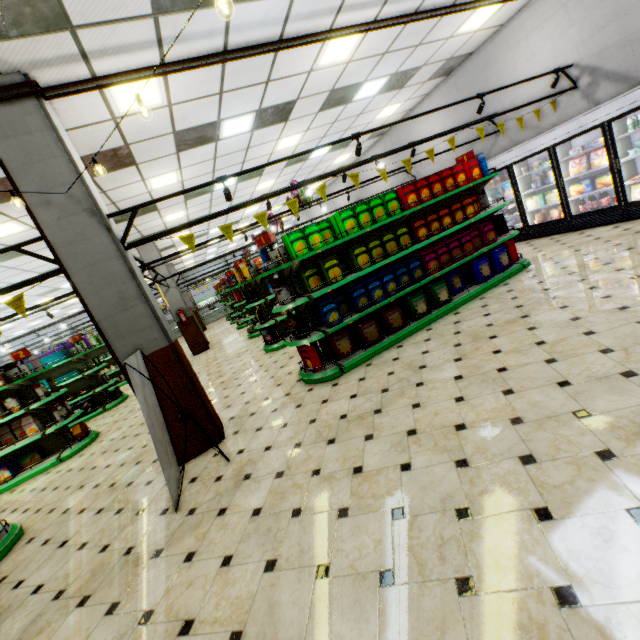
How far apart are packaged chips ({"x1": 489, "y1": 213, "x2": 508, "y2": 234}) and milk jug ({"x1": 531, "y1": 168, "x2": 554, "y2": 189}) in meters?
2.1 m

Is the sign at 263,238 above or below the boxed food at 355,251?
above

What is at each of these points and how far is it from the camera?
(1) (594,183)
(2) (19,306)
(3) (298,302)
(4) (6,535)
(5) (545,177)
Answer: (1) boxed frozen food, 6.91m
(2) banner sign, 3.83m
(3) shelf, 4.83m
(4) shelf, 4.19m
(5) milk jug, 7.77m

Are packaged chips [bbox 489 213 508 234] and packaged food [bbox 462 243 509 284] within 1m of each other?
yes

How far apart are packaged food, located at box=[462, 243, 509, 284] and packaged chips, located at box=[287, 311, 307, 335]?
3.38m

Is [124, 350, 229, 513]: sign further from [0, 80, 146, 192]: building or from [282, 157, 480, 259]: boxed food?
[282, 157, 480, 259]: boxed food

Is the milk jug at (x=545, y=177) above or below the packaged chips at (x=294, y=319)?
above

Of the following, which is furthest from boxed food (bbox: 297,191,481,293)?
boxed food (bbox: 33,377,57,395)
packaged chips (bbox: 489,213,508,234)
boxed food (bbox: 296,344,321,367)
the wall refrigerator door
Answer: boxed food (bbox: 33,377,57,395)
